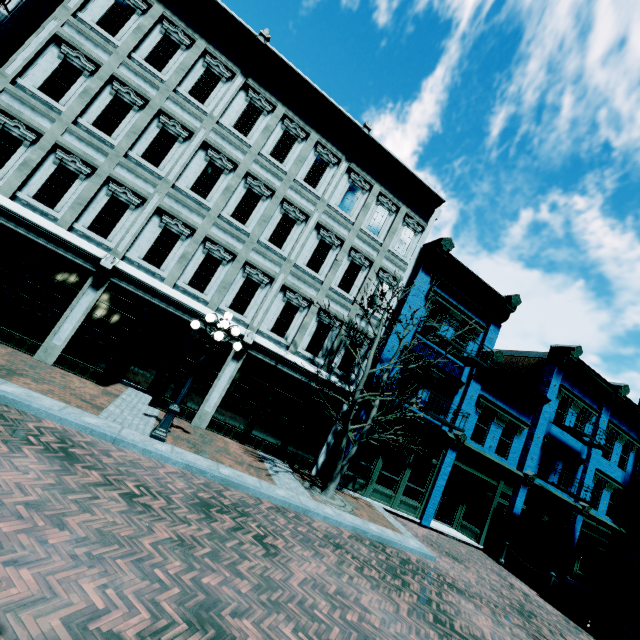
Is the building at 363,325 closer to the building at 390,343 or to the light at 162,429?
the building at 390,343

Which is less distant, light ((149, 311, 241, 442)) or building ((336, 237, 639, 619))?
light ((149, 311, 241, 442))

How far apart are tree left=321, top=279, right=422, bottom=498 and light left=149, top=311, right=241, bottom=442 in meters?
3.9

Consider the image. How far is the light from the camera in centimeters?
810cm

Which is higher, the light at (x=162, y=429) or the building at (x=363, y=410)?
the building at (x=363, y=410)

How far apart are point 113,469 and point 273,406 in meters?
6.6

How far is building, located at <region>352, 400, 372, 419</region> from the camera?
12.84m
